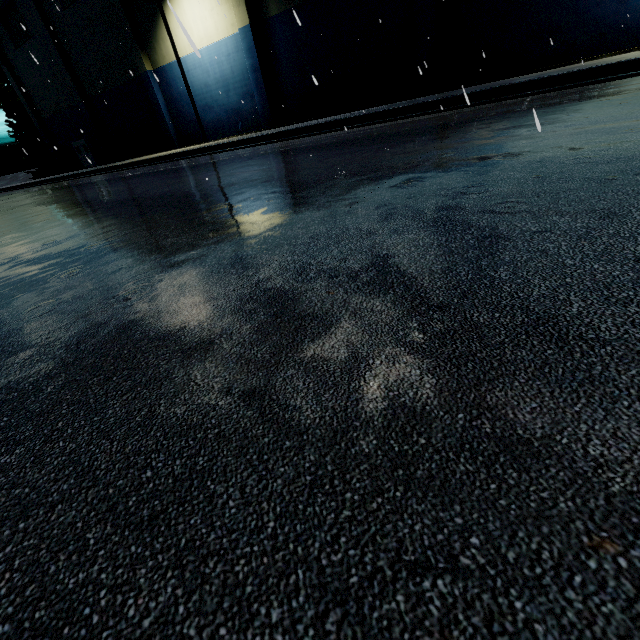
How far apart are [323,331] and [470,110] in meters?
8.1

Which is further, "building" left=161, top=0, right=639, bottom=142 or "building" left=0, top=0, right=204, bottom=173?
"building" left=0, top=0, right=204, bottom=173

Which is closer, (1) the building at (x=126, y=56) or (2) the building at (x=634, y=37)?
(2) the building at (x=634, y=37)
